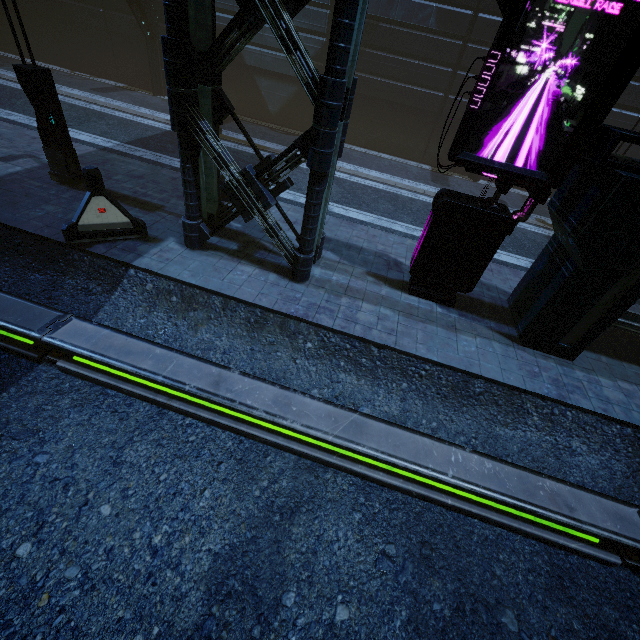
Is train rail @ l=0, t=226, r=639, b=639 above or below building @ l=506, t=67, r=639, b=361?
below

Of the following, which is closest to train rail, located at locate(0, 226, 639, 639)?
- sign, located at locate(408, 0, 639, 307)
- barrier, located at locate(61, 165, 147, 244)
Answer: barrier, located at locate(61, 165, 147, 244)

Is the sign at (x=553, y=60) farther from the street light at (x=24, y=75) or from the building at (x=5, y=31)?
the street light at (x=24, y=75)

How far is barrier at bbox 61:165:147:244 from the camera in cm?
663

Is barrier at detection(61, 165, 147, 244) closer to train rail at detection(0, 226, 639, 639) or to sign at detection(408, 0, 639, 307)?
train rail at detection(0, 226, 639, 639)

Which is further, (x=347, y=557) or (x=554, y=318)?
(x=554, y=318)

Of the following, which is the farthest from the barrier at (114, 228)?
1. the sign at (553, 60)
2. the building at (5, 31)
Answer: the sign at (553, 60)

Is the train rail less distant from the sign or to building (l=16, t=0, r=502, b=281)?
building (l=16, t=0, r=502, b=281)
